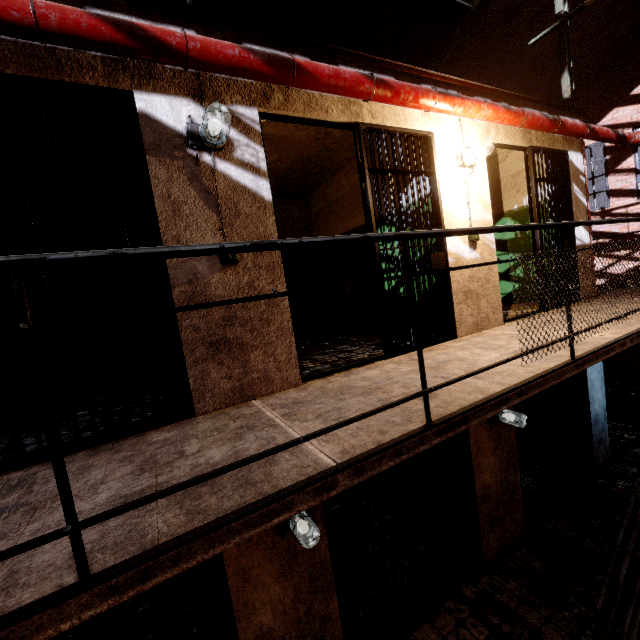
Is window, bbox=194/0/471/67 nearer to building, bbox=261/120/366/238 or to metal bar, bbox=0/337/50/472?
building, bbox=261/120/366/238

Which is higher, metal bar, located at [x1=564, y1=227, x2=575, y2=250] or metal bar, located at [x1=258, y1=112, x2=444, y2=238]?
metal bar, located at [x1=258, y1=112, x2=444, y2=238]

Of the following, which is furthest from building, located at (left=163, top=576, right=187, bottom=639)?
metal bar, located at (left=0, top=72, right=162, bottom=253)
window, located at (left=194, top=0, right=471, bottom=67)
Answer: window, located at (left=194, top=0, right=471, bottom=67)

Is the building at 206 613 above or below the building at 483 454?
below

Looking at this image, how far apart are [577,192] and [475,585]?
5.9m

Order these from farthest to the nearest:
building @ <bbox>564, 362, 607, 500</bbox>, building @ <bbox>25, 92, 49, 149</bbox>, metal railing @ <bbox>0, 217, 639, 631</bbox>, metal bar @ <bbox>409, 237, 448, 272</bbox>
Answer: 1. building @ <bbox>564, 362, 607, 500</bbox>
2. metal bar @ <bbox>409, 237, 448, 272</bbox>
3. building @ <bbox>25, 92, 49, 149</bbox>
4. metal railing @ <bbox>0, 217, 639, 631</bbox>

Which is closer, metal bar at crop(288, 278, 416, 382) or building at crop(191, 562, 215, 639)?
metal bar at crop(288, 278, 416, 382)

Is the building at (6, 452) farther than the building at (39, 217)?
No
